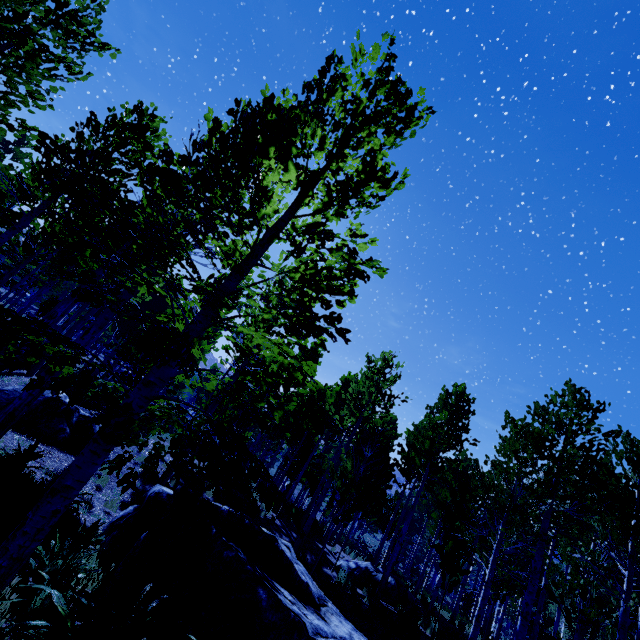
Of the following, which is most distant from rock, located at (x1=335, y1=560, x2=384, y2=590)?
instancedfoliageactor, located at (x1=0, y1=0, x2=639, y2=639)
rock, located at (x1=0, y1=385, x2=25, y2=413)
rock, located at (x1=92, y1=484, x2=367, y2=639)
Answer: rock, located at (x1=0, y1=385, x2=25, y2=413)

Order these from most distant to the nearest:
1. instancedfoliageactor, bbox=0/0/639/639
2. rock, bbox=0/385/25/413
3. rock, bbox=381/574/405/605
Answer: rock, bbox=381/574/405/605 → rock, bbox=0/385/25/413 → instancedfoliageactor, bbox=0/0/639/639

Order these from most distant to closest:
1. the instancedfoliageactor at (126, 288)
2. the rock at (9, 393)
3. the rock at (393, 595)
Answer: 1. the rock at (393, 595)
2. the rock at (9, 393)
3. the instancedfoliageactor at (126, 288)

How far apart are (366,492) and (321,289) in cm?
959

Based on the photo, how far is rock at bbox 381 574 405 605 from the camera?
12.5m

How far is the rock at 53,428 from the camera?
8.9m

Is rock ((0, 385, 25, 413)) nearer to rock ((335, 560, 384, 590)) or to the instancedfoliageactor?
the instancedfoliageactor
